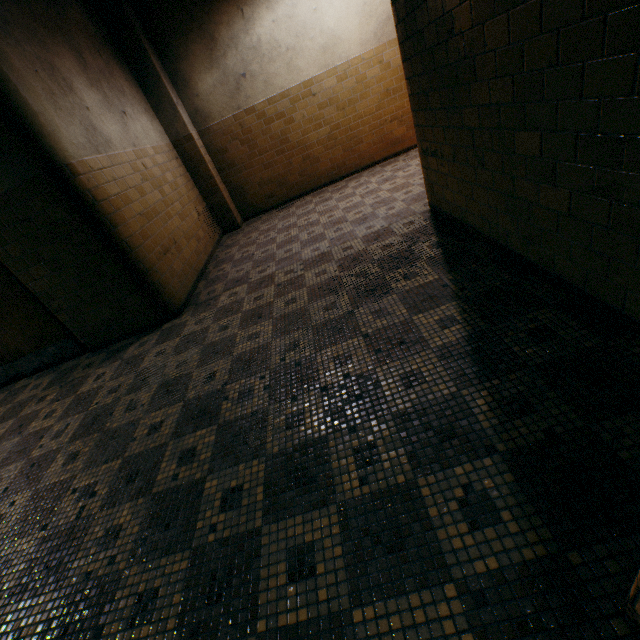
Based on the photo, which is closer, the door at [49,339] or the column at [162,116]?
the door at [49,339]

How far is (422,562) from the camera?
1.3m

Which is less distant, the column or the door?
the door
